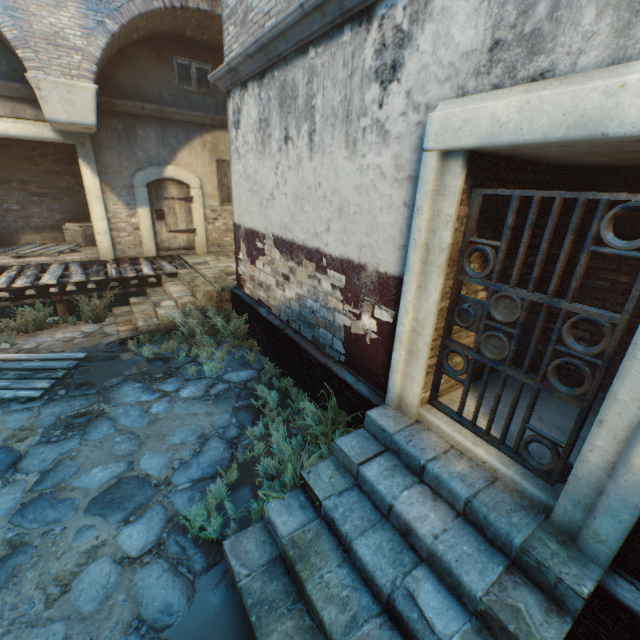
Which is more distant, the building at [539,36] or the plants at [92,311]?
the plants at [92,311]

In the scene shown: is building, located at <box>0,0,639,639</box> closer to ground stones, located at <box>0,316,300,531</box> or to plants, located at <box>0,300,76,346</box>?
ground stones, located at <box>0,316,300,531</box>

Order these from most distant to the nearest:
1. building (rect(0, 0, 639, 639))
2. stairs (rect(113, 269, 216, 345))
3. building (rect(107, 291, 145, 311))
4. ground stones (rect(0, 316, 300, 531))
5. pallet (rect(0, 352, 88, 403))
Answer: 1. building (rect(107, 291, 145, 311))
2. stairs (rect(113, 269, 216, 345))
3. pallet (rect(0, 352, 88, 403))
4. ground stones (rect(0, 316, 300, 531))
5. building (rect(0, 0, 639, 639))

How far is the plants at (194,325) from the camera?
6.1 meters

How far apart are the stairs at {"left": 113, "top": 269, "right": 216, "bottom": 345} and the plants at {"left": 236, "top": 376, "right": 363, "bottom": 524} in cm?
377

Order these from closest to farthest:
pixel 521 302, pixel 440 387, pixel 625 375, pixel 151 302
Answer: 1. pixel 625 375
2. pixel 521 302
3. pixel 440 387
4. pixel 151 302

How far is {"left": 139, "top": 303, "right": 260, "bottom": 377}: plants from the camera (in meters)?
6.06

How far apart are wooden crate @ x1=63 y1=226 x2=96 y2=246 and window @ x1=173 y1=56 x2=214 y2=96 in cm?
485
